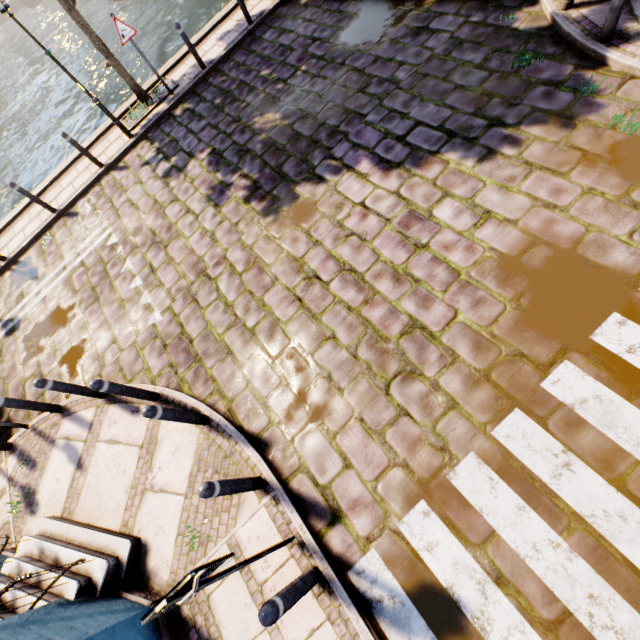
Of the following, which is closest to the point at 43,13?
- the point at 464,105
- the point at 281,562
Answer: the point at 464,105

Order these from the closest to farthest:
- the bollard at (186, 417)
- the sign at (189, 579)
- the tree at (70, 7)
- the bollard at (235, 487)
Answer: the sign at (189, 579)
the bollard at (235, 487)
the bollard at (186, 417)
the tree at (70, 7)

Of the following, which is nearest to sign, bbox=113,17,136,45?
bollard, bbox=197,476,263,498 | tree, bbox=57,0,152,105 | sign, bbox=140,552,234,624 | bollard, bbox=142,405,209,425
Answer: tree, bbox=57,0,152,105

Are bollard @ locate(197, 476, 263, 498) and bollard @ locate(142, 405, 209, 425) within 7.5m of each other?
yes

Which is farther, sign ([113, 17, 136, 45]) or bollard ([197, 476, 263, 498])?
sign ([113, 17, 136, 45])

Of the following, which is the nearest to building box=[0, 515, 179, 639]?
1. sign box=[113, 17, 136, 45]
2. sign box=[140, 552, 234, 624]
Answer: sign box=[140, 552, 234, 624]

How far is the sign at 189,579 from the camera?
2.1 meters

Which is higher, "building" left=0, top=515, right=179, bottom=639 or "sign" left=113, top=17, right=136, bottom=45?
"sign" left=113, top=17, right=136, bottom=45
